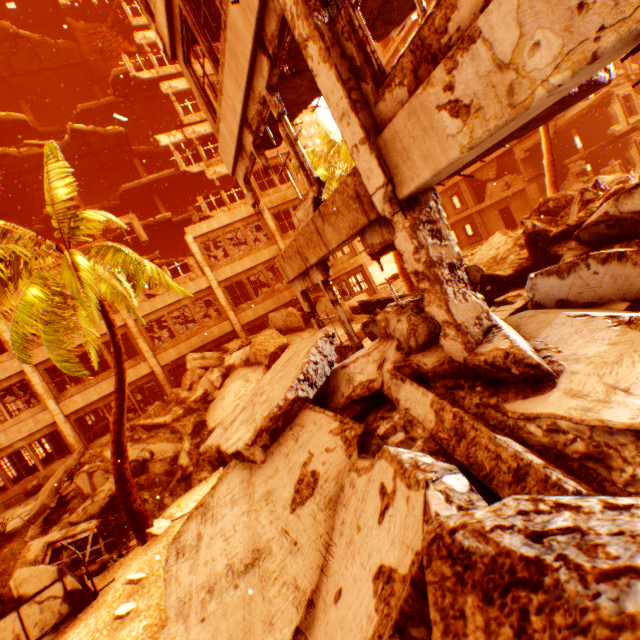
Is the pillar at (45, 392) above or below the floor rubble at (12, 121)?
below

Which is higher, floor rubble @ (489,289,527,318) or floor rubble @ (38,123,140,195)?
floor rubble @ (38,123,140,195)

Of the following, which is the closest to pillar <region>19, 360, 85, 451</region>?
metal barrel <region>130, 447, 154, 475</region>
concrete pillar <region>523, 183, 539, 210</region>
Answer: metal barrel <region>130, 447, 154, 475</region>

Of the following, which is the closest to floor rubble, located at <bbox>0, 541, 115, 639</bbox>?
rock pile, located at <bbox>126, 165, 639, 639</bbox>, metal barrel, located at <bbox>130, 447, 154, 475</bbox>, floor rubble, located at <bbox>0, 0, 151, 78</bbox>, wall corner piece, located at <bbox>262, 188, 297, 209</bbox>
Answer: rock pile, located at <bbox>126, 165, 639, 639</bbox>

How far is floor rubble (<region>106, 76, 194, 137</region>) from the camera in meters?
23.2 m

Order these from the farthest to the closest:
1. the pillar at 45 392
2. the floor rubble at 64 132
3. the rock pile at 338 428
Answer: the floor rubble at 64 132, the pillar at 45 392, the rock pile at 338 428

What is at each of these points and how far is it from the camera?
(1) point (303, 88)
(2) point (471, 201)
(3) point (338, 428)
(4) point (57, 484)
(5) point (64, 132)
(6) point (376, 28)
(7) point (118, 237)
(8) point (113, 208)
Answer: (1) floor rubble, 6.59m
(2) concrete pillar, 28.36m
(3) rock pile, 4.34m
(4) floor rubble, 11.39m
(5) floor rubble, 23.30m
(6) floor rubble, 5.89m
(7) floor rubble, 21.53m
(8) floor rubble, 24.28m

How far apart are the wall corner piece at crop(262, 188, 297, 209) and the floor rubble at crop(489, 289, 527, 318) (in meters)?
17.26
